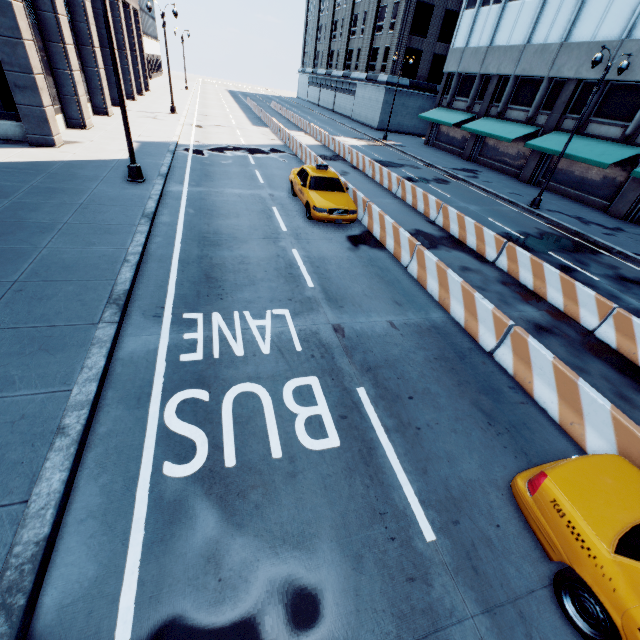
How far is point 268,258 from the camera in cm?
970

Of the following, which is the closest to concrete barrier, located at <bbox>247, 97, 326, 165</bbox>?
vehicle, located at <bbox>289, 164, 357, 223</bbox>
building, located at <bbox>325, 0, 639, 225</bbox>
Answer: vehicle, located at <bbox>289, 164, 357, 223</bbox>

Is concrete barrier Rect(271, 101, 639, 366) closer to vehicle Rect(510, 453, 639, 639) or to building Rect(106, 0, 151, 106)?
vehicle Rect(510, 453, 639, 639)

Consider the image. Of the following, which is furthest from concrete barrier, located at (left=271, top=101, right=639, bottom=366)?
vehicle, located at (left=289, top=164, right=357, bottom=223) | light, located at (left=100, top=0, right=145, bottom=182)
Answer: light, located at (left=100, top=0, right=145, bottom=182)

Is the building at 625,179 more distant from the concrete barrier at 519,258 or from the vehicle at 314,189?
the vehicle at 314,189

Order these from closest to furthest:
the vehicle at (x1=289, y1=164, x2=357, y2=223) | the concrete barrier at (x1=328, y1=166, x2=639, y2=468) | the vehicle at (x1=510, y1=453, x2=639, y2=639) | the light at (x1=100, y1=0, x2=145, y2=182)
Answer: the vehicle at (x1=510, y1=453, x2=639, y2=639), the concrete barrier at (x1=328, y1=166, x2=639, y2=468), the light at (x1=100, y1=0, x2=145, y2=182), the vehicle at (x1=289, y1=164, x2=357, y2=223)

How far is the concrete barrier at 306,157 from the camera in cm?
1978

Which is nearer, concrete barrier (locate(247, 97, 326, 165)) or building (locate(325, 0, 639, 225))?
concrete barrier (locate(247, 97, 326, 165))
